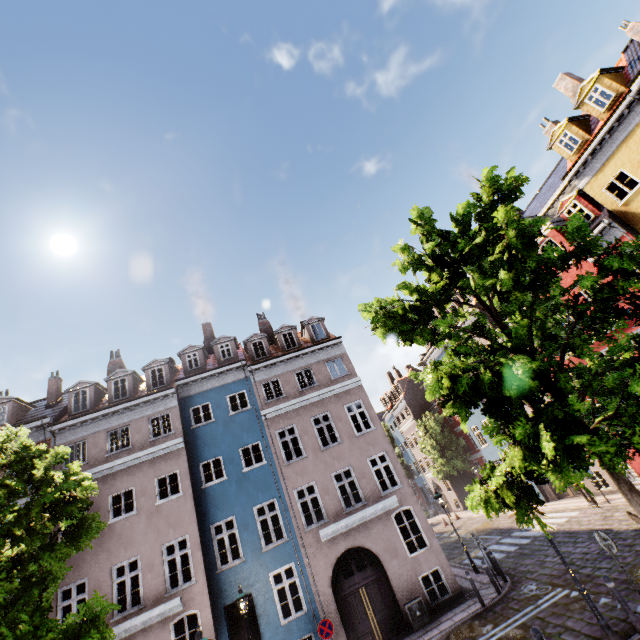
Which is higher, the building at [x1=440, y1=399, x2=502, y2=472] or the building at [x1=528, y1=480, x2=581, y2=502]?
the building at [x1=440, y1=399, x2=502, y2=472]

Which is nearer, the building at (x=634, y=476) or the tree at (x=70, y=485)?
the tree at (x=70, y=485)

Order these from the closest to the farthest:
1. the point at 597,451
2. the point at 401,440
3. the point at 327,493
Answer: the point at 597,451 < the point at 327,493 < the point at 401,440

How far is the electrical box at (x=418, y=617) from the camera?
12.8 meters

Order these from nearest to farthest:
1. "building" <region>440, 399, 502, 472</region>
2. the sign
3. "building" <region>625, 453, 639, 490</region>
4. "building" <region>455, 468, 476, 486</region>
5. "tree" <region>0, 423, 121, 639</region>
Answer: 1. "tree" <region>0, 423, 121, 639</region>
2. the sign
3. "building" <region>625, 453, 639, 490</region>
4. "building" <region>440, 399, 502, 472</region>
5. "building" <region>455, 468, 476, 486</region>

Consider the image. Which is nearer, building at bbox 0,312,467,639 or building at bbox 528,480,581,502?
building at bbox 0,312,467,639

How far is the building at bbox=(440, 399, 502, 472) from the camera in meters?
26.6 m

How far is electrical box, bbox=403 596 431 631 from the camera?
12.79m
